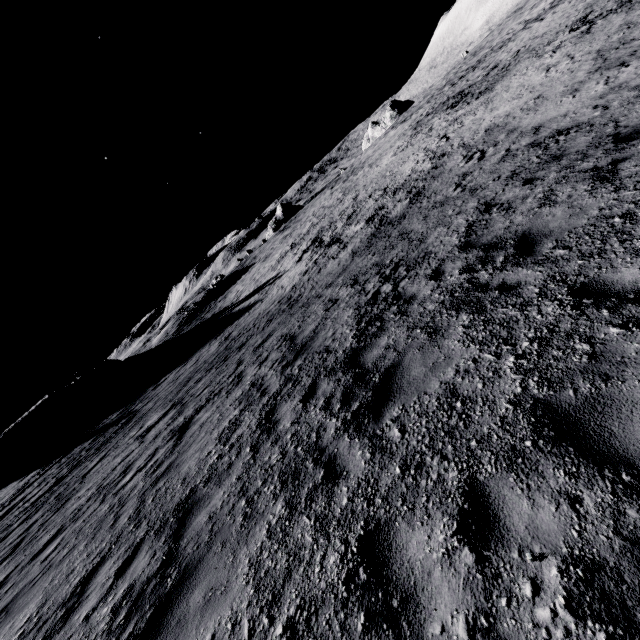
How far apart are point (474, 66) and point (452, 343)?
63.9 meters
